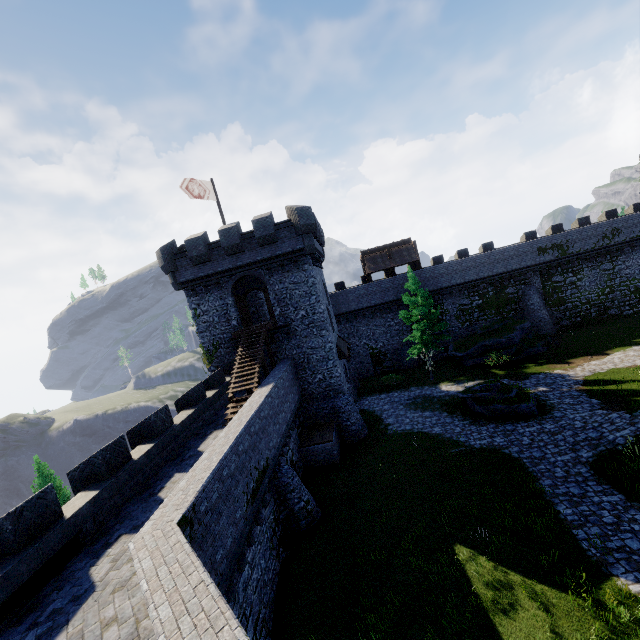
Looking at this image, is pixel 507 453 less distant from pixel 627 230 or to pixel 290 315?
pixel 290 315

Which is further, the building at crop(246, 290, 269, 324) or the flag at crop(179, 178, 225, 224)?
the building at crop(246, 290, 269, 324)

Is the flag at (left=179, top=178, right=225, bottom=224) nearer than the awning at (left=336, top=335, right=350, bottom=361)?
Yes

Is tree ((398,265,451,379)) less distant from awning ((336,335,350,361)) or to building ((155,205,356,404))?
awning ((336,335,350,361))

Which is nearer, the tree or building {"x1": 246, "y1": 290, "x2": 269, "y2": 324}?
the tree

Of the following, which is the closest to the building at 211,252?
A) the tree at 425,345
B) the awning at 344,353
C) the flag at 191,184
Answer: the awning at 344,353

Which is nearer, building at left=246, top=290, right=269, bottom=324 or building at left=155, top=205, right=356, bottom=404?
building at left=155, top=205, right=356, bottom=404

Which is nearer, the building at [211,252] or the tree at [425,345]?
the building at [211,252]
